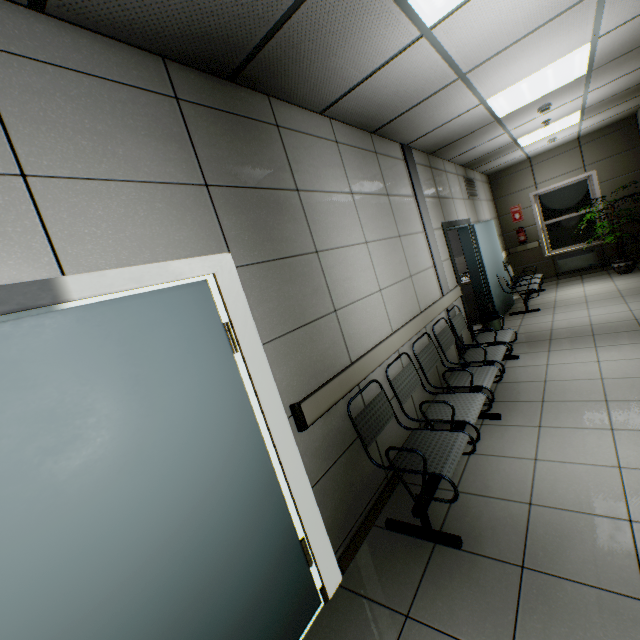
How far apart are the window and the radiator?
0.1m

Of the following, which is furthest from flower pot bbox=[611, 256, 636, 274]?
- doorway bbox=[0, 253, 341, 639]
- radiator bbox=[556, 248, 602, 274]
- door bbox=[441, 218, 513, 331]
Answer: doorway bbox=[0, 253, 341, 639]

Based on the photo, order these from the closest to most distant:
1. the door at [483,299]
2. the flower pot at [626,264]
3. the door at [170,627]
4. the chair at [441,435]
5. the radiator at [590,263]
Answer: the door at [170,627]
the chair at [441,435]
the door at [483,299]
the flower pot at [626,264]
the radiator at [590,263]

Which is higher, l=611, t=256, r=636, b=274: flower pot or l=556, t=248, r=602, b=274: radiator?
l=556, t=248, r=602, b=274: radiator

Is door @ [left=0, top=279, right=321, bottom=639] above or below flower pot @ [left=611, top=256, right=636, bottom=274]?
above

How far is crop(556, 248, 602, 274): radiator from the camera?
8.02m

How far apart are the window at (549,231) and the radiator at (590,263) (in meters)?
0.15

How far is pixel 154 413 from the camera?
1.4 meters
